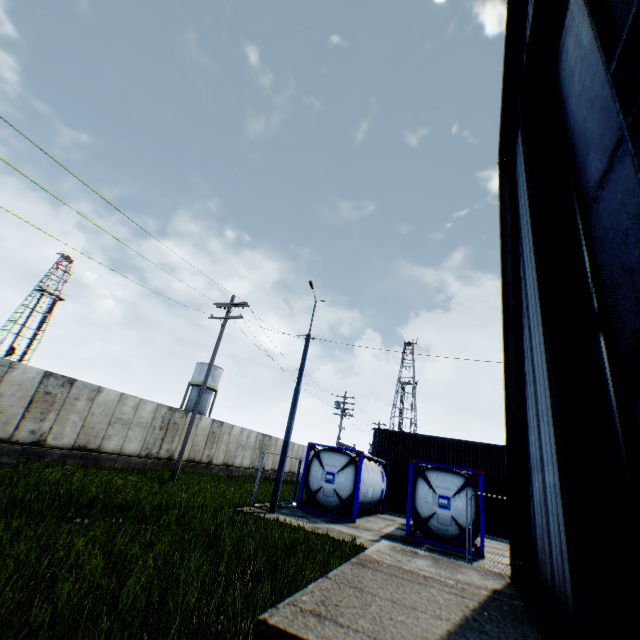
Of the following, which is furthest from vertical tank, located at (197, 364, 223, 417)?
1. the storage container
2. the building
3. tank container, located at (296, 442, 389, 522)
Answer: the building

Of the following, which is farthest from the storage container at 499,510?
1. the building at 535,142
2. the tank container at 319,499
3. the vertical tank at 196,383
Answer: the vertical tank at 196,383

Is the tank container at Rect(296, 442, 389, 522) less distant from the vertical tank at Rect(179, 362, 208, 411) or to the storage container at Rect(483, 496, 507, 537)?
the storage container at Rect(483, 496, 507, 537)

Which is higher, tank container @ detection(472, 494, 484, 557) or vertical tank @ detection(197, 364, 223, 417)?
vertical tank @ detection(197, 364, 223, 417)

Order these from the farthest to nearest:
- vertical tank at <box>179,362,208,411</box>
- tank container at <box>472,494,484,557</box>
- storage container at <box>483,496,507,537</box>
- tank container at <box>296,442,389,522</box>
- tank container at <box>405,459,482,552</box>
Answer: vertical tank at <box>179,362,208,411</box>, storage container at <box>483,496,507,537</box>, tank container at <box>296,442,389,522</box>, tank container at <box>405,459,482,552</box>, tank container at <box>472,494,484,557</box>

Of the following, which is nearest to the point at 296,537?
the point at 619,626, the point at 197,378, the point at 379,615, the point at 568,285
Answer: the point at 379,615

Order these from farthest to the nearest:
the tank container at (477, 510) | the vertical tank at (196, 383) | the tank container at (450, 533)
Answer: the vertical tank at (196, 383), the tank container at (450, 533), the tank container at (477, 510)
